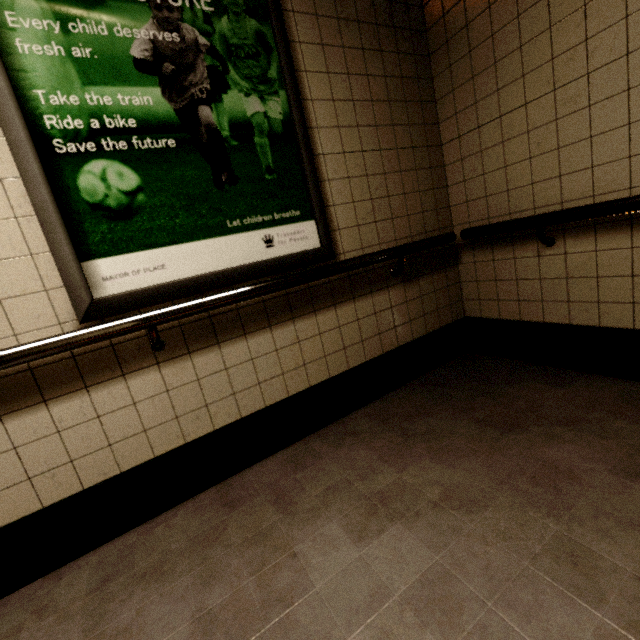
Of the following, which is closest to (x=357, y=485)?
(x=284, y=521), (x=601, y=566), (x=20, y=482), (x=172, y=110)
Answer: (x=284, y=521)
